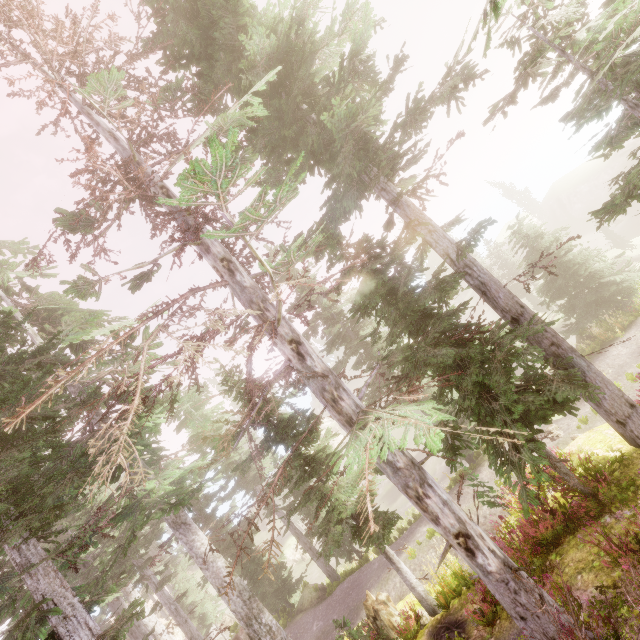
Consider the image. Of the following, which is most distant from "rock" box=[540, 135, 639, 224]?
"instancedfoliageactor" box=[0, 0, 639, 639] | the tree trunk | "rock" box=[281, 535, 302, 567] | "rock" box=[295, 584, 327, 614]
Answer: the tree trunk

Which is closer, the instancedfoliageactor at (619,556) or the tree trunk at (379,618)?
the instancedfoliageactor at (619,556)

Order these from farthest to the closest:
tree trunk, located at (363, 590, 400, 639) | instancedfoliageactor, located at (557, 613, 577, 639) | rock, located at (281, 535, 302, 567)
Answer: rock, located at (281, 535, 302, 567)
tree trunk, located at (363, 590, 400, 639)
instancedfoliageactor, located at (557, 613, 577, 639)

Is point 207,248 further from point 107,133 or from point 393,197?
point 393,197

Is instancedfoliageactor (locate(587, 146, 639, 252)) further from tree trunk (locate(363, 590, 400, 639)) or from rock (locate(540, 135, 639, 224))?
tree trunk (locate(363, 590, 400, 639))

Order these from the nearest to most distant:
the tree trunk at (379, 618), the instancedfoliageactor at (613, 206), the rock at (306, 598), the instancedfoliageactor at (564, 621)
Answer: the instancedfoliageactor at (564, 621) < the instancedfoliageactor at (613, 206) < the tree trunk at (379, 618) < the rock at (306, 598)

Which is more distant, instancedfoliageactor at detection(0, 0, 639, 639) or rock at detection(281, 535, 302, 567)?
rock at detection(281, 535, 302, 567)

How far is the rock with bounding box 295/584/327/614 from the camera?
18.2m
